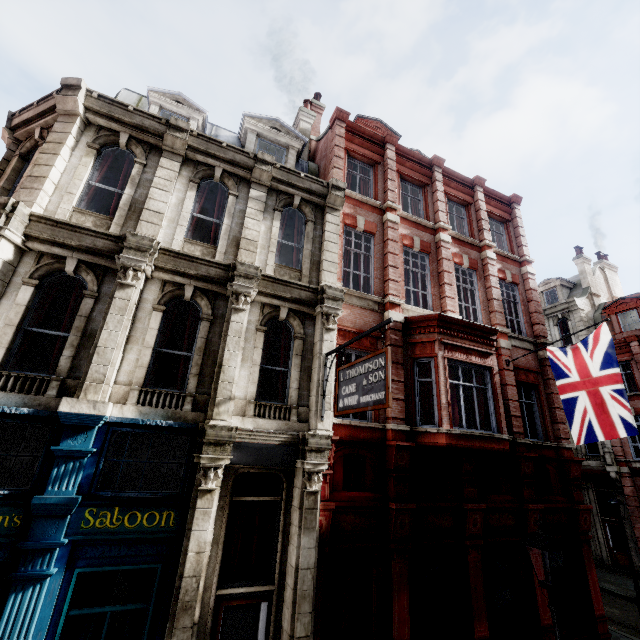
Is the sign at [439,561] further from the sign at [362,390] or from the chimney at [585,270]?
the chimney at [585,270]

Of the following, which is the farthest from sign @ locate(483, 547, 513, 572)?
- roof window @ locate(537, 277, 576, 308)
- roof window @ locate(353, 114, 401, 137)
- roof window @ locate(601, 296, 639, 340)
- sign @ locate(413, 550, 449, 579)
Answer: roof window @ locate(537, 277, 576, 308)

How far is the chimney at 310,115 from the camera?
14.51m

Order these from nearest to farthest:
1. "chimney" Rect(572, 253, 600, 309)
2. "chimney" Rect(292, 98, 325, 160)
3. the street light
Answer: the street light, "chimney" Rect(292, 98, 325, 160), "chimney" Rect(572, 253, 600, 309)

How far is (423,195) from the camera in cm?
1383

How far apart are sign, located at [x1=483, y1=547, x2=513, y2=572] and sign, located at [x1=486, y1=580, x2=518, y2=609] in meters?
0.3

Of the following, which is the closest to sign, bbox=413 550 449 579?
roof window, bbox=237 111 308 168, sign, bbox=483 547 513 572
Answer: sign, bbox=483 547 513 572

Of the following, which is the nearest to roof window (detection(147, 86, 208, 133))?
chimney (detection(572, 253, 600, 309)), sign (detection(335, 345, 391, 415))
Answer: sign (detection(335, 345, 391, 415))
